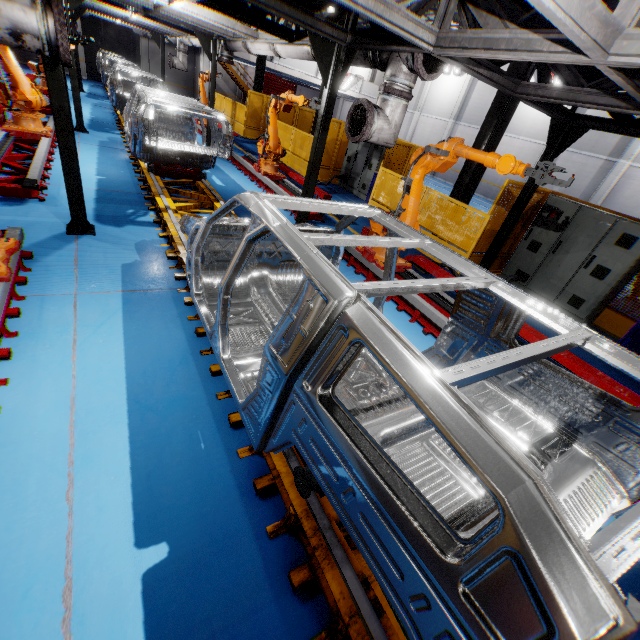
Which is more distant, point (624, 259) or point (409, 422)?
point (624, 259)

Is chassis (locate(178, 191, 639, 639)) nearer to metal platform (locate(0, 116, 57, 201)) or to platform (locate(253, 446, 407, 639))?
platform (locate(253, 446, 407, 639))

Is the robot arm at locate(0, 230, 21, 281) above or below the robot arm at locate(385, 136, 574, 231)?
below

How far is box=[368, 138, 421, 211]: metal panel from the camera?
9.2 meters

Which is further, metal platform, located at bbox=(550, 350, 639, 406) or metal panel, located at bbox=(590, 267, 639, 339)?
metal panel, located at bbox=(590, 267, 639, 339)

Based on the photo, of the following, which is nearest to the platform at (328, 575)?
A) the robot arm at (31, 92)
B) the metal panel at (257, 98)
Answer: the robot arm at (31, 92)

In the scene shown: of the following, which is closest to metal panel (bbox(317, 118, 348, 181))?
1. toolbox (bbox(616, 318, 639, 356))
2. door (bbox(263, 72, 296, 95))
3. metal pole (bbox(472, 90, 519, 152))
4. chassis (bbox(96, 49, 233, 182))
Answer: toolbox (bbox(616, 318, 639, 356))

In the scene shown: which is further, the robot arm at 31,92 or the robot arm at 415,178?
the robot arm at 31,92
